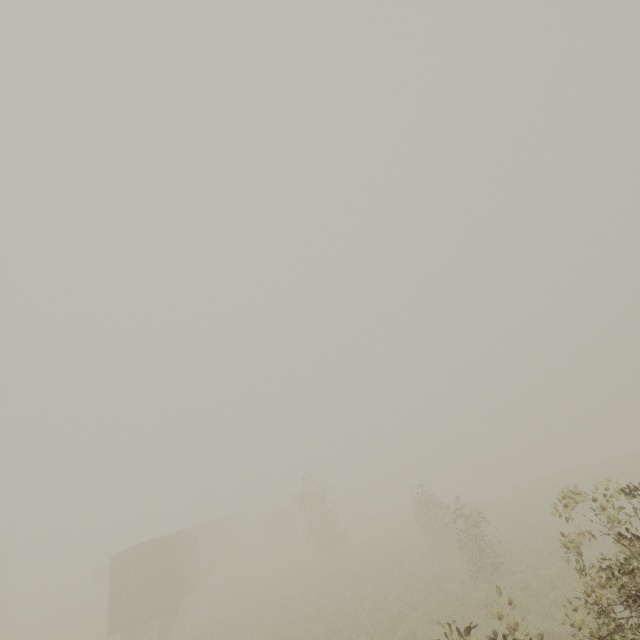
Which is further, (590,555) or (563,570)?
(590,555)

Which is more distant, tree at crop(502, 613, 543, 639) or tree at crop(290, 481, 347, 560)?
tree at crop(290, 481, 347, 560)

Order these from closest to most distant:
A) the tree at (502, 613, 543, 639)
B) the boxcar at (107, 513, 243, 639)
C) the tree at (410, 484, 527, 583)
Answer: the tree at (502, 613, 543, 639), the tree at (410, 484, 527, 583), the boxcar at (107, 513, 243, 639)

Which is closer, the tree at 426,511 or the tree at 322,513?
the tree at 426,511

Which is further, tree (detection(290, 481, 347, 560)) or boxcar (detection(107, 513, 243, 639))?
tree (detection(290, 481, 347, 560))

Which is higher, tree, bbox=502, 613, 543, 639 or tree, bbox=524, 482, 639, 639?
tree, bbox=524, 482, 639, 639

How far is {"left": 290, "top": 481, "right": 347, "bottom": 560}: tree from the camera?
27.1m

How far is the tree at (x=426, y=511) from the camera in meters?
14.7
